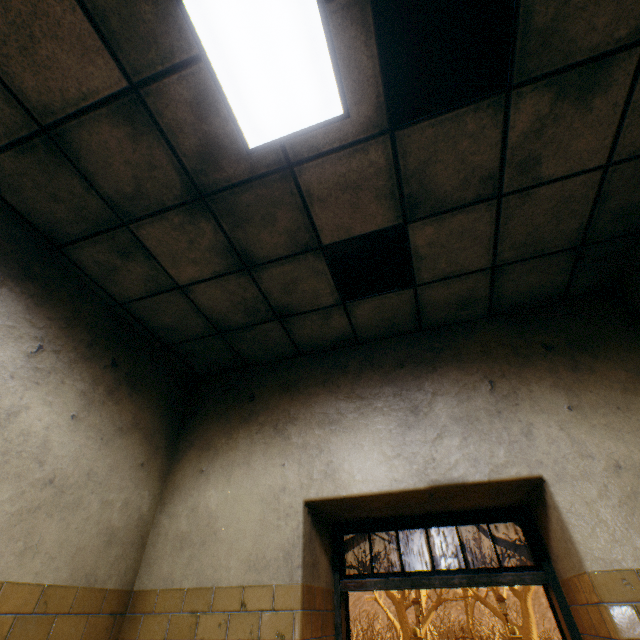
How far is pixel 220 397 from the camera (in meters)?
3.65

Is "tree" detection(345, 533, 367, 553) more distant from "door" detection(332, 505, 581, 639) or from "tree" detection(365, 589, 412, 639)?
"tree" detection(365, 589, 412, 639)

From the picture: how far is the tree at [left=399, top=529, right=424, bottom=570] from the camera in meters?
21.7

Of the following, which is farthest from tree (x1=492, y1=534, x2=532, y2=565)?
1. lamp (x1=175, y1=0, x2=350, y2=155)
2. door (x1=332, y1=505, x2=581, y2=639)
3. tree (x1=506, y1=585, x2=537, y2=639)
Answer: tree (x1=506, y1=585, x2=537, y2=639)

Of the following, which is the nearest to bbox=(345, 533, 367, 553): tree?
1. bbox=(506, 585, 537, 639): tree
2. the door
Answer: the door

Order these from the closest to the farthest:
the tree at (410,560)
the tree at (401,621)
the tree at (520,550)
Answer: the tree at (520,550) → the tree at (401,621) → the tree at (410,560)

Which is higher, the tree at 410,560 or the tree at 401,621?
the tree at 410,560

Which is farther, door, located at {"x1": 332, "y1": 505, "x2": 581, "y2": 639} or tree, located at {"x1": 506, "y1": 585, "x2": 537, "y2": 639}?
tree, located at {"x1": 506, "y1": 585, "x2": 537, "y2": 639}
